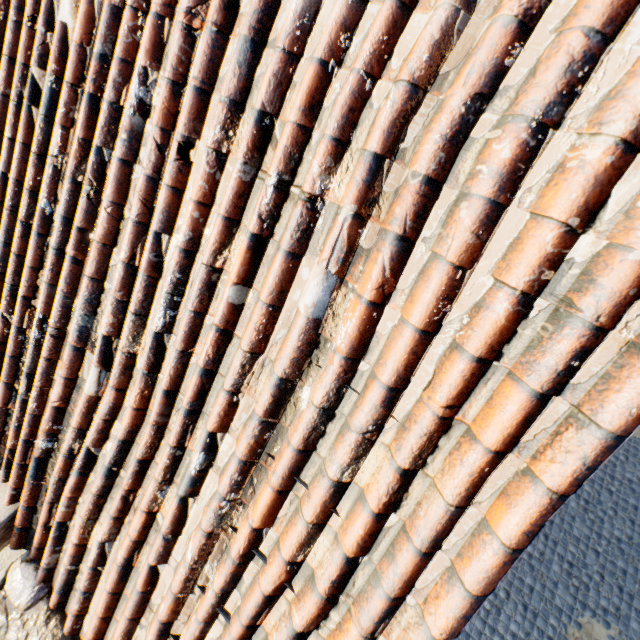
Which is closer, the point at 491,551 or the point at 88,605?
the point at 491,551
